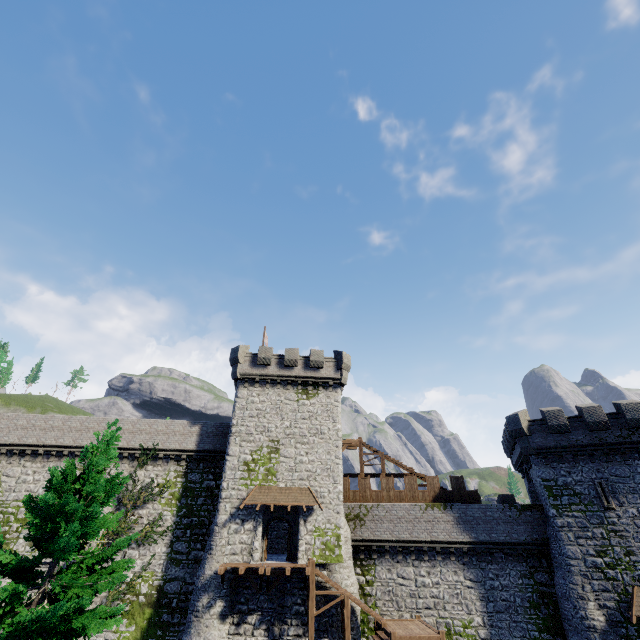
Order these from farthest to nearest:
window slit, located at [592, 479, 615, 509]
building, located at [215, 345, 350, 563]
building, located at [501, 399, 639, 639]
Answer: building, located at [215, 345, 350, 563] < window slit, located at [592, 479, 615, 509] < building, located at [501, 399, 639, 639]

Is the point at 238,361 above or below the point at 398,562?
above

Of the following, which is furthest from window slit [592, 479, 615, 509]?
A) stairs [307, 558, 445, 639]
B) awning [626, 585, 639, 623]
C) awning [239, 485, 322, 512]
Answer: awning [239, 485, 322, 512]

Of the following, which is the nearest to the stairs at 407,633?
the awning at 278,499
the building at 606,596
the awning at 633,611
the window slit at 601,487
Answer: the awning at 278,499

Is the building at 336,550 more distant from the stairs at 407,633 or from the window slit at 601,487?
the window slit at 601,487

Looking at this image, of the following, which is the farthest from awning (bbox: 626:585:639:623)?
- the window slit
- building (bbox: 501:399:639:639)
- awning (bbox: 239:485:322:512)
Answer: awning (bbox: 239:485:322:512)

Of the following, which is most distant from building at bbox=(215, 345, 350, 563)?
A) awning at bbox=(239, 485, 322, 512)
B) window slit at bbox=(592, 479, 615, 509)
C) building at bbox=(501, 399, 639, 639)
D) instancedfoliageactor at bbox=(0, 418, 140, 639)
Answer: window slit at bbox=(592, 479, 615, 509)

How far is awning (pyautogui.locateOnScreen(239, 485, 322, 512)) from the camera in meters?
24.5
